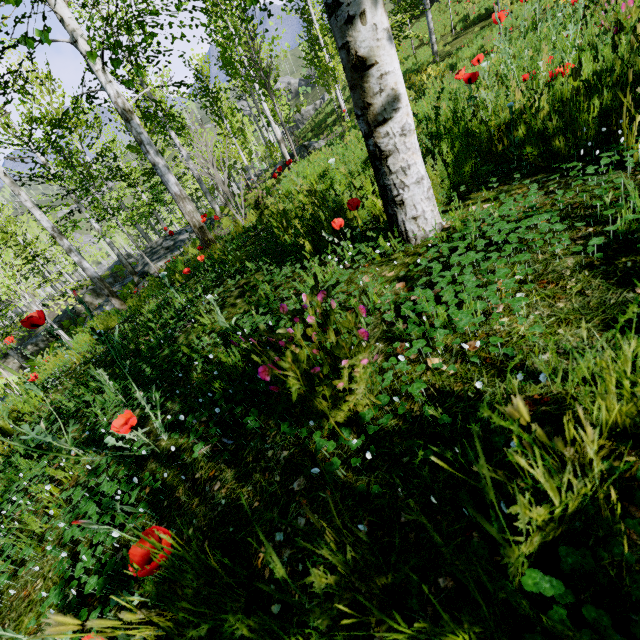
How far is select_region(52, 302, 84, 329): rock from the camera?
1.34m

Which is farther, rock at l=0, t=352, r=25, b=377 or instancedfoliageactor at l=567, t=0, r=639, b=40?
instancedfoliageactor at l=567, t=0, r=639, b=40

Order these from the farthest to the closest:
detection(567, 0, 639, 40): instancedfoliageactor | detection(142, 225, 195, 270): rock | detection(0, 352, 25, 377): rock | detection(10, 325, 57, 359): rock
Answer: detection(142, 225, 195, 270): rock < detection(10, 325, 57, 359): rock < detection(567, 0, 639, 40): instancedfoliageactor < detection(0, 352, 25, 377): rock

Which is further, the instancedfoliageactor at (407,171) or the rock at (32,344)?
the rock at (32,344)

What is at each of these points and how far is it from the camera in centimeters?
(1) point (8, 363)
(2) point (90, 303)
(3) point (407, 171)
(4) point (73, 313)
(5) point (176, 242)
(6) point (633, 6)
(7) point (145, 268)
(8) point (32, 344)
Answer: (1) rock, 1975cm
(2) rock, 2309cm
(3) instancedfoliageactor, 168cm
(4) rock, 2191cm
(5) rock, 1447cm
(6) instancedfoliageactor, 185cm
(7) rock, 1428cm
(8) rock, 2059cm

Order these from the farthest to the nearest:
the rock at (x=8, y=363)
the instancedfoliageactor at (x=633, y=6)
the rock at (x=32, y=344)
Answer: the rock at (x=32, y=344) → the instancedfoliageactor at (x=633, y=6) → the rock at (x=8, y=363)
